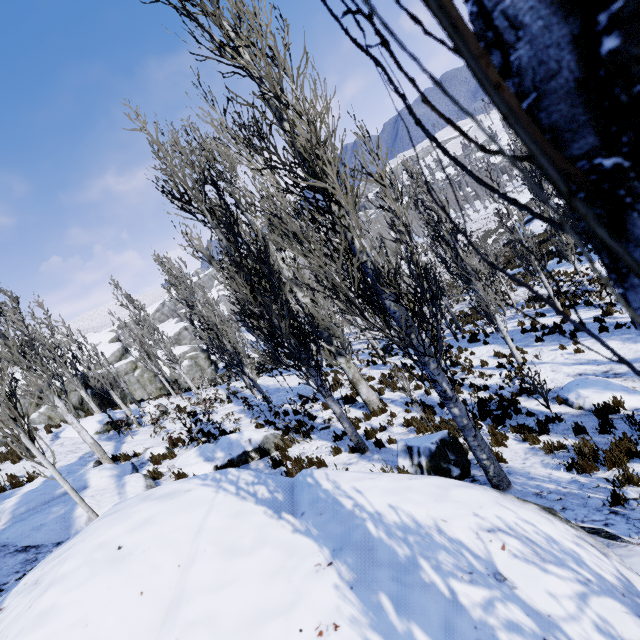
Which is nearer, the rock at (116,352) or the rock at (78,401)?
the rock at (78,401)

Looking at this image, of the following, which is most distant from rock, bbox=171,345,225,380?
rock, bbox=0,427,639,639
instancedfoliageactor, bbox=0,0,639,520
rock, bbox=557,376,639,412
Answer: rock, bbox=557,376,639,412

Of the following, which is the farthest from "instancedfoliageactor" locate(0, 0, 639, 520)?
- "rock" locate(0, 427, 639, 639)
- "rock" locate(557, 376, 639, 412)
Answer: "rock" locate(557, 376, 639, 412)

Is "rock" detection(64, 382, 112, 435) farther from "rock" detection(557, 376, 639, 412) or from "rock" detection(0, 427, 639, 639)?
"rock" detection(557, 376, 639, 412)

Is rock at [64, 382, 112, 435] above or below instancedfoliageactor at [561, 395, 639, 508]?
above

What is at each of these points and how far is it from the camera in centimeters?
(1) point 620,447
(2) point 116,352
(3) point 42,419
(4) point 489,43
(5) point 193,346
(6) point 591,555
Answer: (1) instancedfoliageactor, 553cm
(2) rock, 4125cm
(3) rock, 2145cm
(4) instancedfoliageactor, 29cm
(5) rock, 3684cm
(6) rock, 268cm

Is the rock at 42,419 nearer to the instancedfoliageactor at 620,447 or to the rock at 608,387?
the instancedfoliageactor at 620,447
